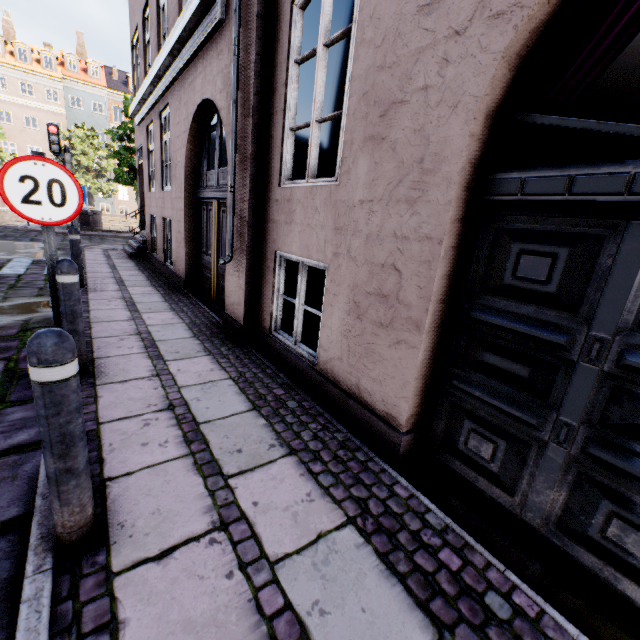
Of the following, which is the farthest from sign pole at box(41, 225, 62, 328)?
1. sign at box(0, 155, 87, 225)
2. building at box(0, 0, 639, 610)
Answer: building at box(0, 0, 639, 610)

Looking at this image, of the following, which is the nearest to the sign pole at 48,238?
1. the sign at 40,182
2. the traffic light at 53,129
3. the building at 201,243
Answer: the sign at 40,182

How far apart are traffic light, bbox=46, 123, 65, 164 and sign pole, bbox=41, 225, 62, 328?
8.9 meters

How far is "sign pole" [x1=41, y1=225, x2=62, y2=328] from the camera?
2.8 meters

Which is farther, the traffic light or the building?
the traffic light

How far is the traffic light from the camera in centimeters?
884cm

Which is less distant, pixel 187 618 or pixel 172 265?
pixel 187 618

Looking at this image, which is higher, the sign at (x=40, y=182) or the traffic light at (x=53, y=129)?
the traffic light at (x=53, y=129)
